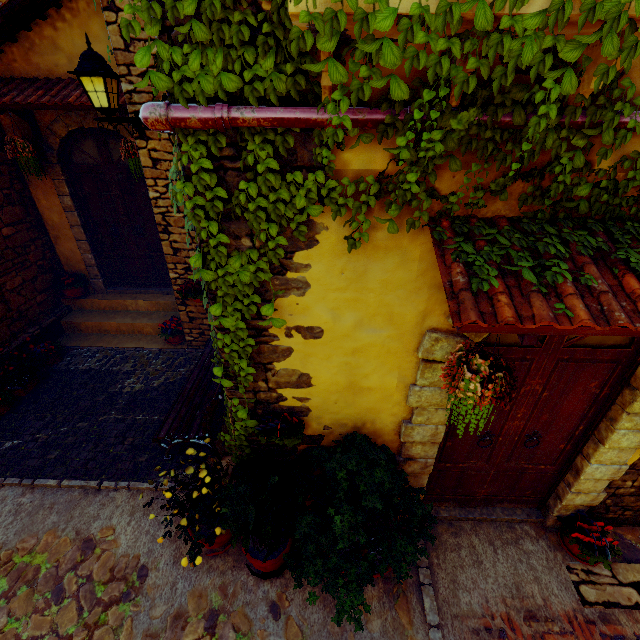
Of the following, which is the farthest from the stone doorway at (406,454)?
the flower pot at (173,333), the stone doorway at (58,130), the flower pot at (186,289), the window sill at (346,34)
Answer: the stone doorway at (58,130)

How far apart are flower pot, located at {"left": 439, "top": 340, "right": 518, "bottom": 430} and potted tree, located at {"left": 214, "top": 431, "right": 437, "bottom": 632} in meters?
0.8

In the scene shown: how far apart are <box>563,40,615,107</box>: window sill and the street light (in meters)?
2.89

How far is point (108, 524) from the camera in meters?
3.4 m

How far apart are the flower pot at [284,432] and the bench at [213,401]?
0.71m

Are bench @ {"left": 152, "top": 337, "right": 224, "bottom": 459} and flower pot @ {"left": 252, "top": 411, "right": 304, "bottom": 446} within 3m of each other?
yes

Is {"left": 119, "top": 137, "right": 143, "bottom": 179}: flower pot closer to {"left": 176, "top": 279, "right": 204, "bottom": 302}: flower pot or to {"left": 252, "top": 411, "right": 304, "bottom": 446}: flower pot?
{"left": 176, "top": 279, "right": 204, "bottom": 302}: flower pot

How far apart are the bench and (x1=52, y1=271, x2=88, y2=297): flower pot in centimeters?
296cm
